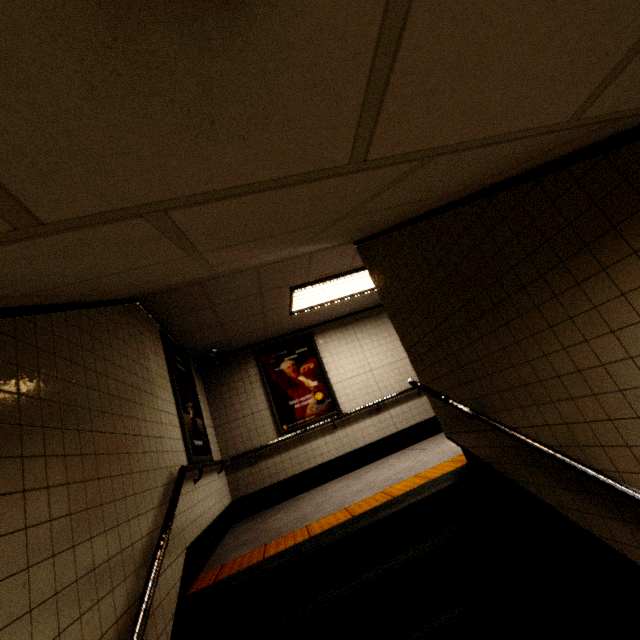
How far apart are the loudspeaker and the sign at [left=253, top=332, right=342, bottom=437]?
0.6 meters

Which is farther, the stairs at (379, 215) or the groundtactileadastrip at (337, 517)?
the groundtactileadastrip at (337, 517)

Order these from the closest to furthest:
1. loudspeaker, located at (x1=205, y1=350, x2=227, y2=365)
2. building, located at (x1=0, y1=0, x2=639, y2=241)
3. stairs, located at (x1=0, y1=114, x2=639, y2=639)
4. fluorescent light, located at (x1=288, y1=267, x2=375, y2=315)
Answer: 1. building, located at (x1=0, y1=0, x2=639, y2=241)
2. stairs, located at (x1=0, y1=114, x2=639, y2=639)
3. fluorescent light, located at (x1=288, y1=267, x2=375, y2=315)
4. loudspeaker, located at (x1=205, y1=350, x2=227, y2=365)

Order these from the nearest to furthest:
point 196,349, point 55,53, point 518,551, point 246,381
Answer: point 55,53
point 518,551
point 196,349
point 246,381

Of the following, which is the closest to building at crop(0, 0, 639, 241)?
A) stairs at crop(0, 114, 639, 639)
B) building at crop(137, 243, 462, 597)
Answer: stairs at crop(0, 114, 639, 639)

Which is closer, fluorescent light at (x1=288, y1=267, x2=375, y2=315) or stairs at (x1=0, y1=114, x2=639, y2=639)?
stairs at (x1=0, y1=114, x2=639, y2=639)

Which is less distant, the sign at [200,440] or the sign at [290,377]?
the sign at [200,440]

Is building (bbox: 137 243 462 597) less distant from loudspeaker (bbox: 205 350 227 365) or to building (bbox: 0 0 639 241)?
loudspeaker (bbox: 205 350 227 365)
